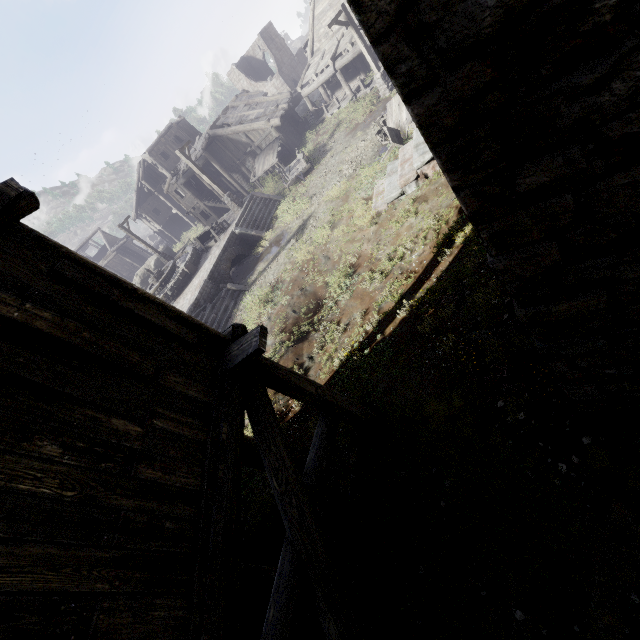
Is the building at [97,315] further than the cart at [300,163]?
No

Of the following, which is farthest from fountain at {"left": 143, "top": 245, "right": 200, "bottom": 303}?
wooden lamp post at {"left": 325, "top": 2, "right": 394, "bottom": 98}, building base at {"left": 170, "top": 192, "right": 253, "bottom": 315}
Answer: wooden lamp post at {"left": 325, "top": 2, "right": 394, "bottom": 98}

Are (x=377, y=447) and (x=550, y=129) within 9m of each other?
yes

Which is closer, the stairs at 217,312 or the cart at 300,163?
the stairs at 217,312

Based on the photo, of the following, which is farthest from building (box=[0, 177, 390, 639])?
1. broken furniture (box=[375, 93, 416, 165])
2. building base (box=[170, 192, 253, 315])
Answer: building base (box=[170, 192, 253, 315])

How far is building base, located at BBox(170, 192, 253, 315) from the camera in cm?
1672

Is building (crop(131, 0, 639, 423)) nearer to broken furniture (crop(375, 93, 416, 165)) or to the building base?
broken furniture (crop(375, 93, 416, 165))

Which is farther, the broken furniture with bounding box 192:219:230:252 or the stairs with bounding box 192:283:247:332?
the broken furniture with bounding box 192:219:230:252
